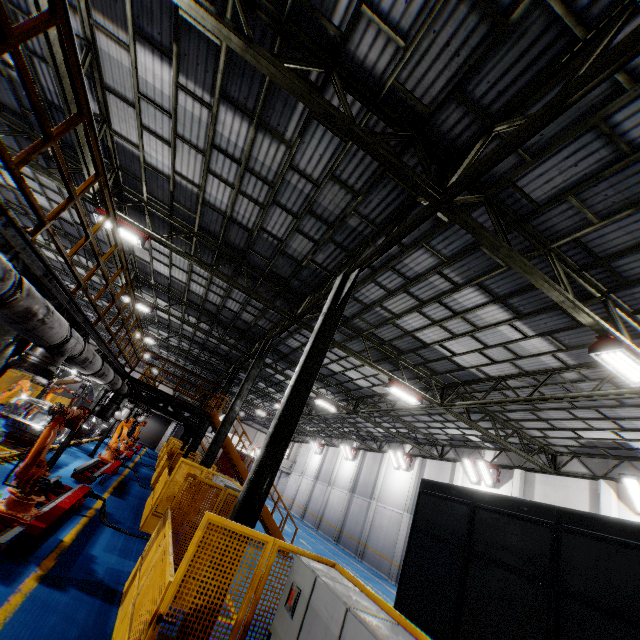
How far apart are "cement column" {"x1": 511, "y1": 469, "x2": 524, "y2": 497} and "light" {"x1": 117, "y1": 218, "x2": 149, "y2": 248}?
20.7m

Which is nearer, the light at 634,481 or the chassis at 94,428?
the light at 634,481

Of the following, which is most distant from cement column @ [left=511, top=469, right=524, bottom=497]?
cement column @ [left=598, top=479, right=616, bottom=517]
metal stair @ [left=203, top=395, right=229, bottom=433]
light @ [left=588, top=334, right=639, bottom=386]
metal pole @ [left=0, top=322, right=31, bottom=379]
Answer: metal pole @ [left=0, top=322, right=31, bottom=379]

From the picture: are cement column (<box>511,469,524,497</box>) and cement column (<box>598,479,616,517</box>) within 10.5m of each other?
yes

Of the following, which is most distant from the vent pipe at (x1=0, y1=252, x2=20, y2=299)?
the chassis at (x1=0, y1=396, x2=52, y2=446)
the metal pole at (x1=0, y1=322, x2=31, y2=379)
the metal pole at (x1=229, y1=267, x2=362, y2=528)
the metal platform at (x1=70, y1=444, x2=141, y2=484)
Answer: the metal pole at (x1=229, y1=267, x2=362, y2=528)

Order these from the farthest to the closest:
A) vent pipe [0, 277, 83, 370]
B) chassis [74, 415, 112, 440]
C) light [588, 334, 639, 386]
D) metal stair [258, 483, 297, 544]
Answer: chassis [74, 415, 112, 440] → metal stair [258, 483, 297, 544] → light [588, 334, 639, 386] → vent pipe [0, 277, 83, 370]

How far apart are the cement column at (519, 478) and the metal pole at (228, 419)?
14.5 meters

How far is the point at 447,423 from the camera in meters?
19.0 m
